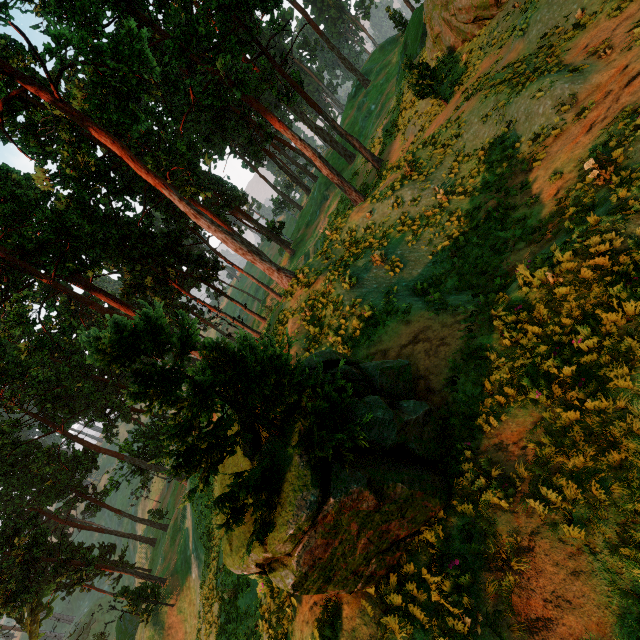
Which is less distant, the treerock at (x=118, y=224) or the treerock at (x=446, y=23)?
the treerock at (x=118, y=224)

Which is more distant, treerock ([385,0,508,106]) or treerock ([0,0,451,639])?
treerock ([385,0,508,106])

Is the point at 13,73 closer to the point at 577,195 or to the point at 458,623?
the point at 577,195
